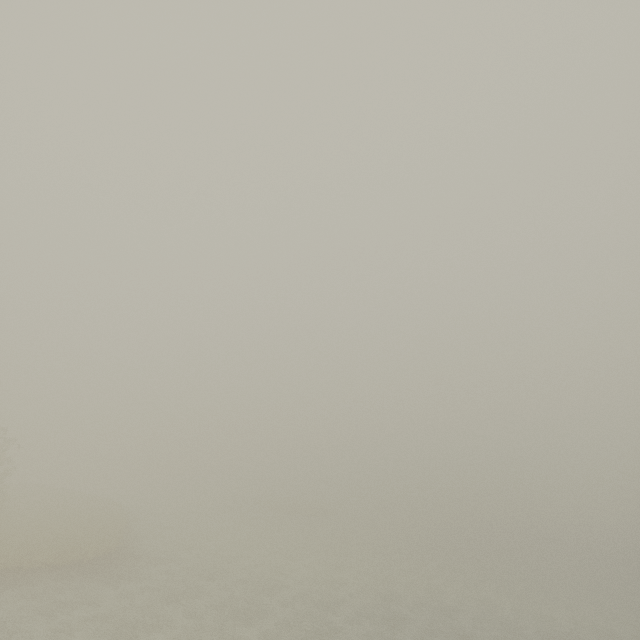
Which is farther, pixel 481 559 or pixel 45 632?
pixel 481 559
